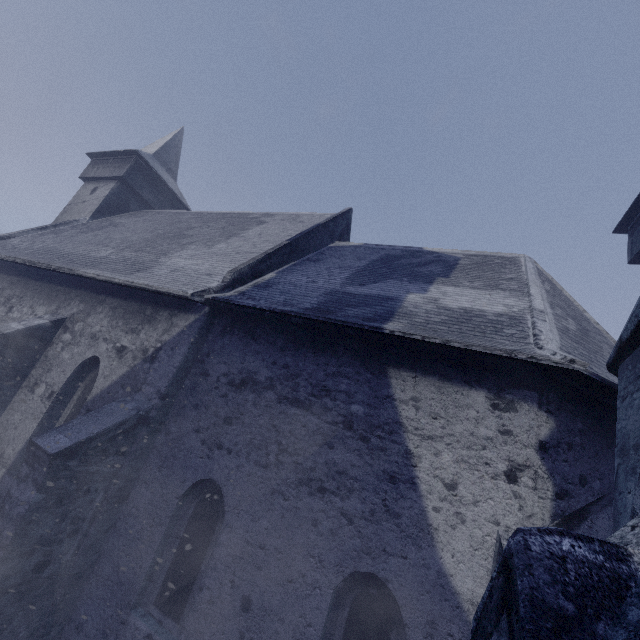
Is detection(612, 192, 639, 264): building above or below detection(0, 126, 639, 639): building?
above

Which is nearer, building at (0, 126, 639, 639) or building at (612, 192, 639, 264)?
building at (0, 126, 639, 639)

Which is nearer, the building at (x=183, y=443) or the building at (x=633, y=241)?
the building at (x=183, y=443)

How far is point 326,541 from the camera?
4.4m

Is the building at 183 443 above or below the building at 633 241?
below
